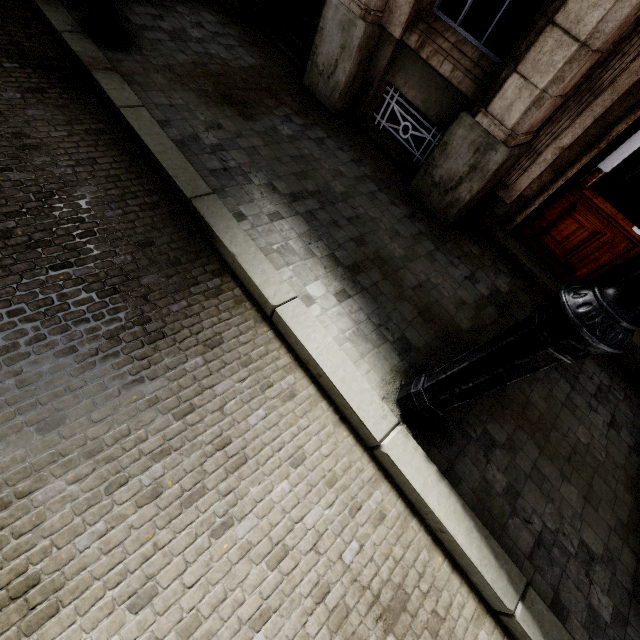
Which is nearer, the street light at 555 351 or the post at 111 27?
the street light at 555 351

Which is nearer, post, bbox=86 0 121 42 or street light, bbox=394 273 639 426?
street light, bbox=394 273 639 426

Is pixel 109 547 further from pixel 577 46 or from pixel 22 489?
→ pixel 577 46
